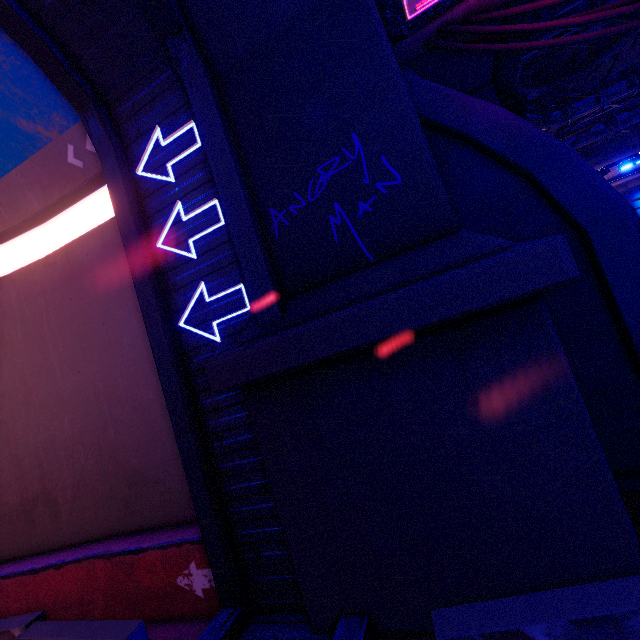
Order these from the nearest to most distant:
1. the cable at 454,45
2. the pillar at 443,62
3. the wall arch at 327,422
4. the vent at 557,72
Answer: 1. the wall arch at 327,422
2. the cable at 454,45
3. the pillar at 443,62
4. the vent at 557,72

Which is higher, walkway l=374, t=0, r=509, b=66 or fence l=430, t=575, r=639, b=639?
walkway l=374, t=0, r=509, b=66

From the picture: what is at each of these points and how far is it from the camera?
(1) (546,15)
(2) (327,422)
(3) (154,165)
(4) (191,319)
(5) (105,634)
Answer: (1) pipe, 7.77m
(2) wall arch, 4.18m
(3) tunnel, 5.62m
(4) tunnel, 5.38m
(5) fence, 4.36m

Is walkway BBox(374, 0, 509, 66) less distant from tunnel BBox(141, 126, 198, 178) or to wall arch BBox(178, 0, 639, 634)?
wall arch BBox(178, 0, 639, 634)

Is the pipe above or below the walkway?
above

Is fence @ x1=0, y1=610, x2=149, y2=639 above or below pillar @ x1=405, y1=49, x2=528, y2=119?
below

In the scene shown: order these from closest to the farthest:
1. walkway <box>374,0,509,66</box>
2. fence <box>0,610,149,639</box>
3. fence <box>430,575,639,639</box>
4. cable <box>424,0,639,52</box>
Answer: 1. fence <box>430,575,639,639</box>
2. fence <box>0,610,149,639</box>
3. cable <box>424,0,639,52</box>
4. walkway <box>374,0,509,66</box>

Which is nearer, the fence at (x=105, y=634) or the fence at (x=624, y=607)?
the fence at (x=624, y=607)
